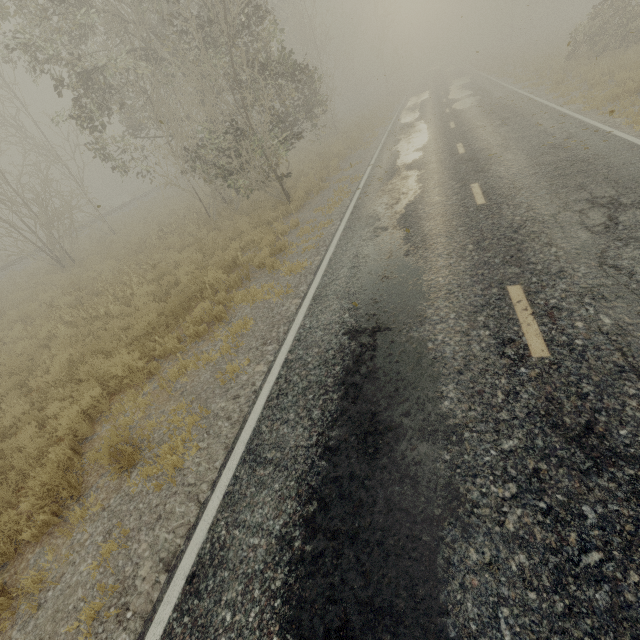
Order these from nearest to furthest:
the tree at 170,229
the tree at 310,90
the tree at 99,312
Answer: the tree at 99,312
the tree at 310,90
the tree at 170,229

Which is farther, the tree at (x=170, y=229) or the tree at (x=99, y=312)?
the tree at (x=170, y=229)

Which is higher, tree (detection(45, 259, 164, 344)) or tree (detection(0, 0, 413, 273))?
tree (detection(0, 0, 413, 273))

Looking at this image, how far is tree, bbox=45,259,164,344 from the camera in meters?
9.6 m

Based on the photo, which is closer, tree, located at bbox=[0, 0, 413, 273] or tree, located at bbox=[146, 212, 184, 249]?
tree, located at bbox=[0, 0, 413, 273]

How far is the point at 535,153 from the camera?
8.9 meters
